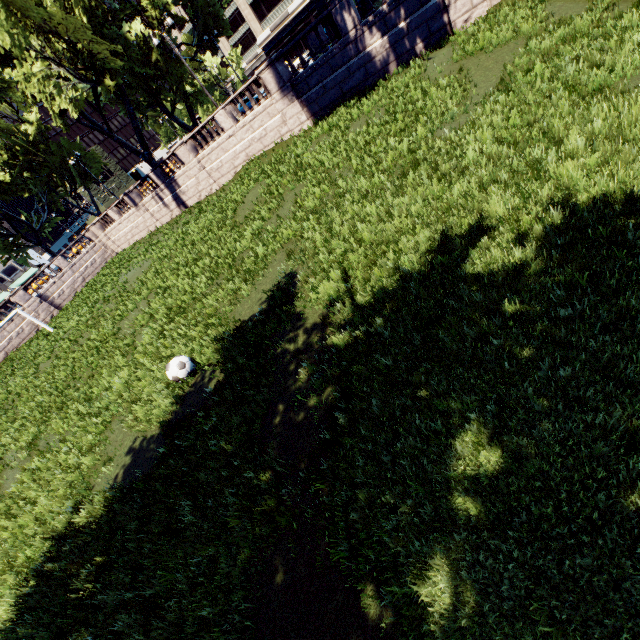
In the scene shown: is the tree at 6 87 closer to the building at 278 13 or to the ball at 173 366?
the building at 278 13

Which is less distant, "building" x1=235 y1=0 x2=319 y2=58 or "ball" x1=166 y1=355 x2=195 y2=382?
"ball" x1=166 y1=355 x2=195 y2=382

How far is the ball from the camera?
7.9 meters

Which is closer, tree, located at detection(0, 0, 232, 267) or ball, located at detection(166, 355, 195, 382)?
ball, located at detection(166, 355, 195, 382)

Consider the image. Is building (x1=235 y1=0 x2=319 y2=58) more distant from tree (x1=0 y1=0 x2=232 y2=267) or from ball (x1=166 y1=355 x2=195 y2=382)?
ball (x1=166 y1=355 x2=195 y2=382)

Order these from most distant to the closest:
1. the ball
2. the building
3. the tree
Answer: the building < the tree < the ball

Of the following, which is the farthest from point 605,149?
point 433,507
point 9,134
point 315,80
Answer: point 9,134

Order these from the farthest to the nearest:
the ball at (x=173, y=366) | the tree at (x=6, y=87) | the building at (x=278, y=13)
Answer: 1. the building at (x=278, y=13)
2. the tree at (x=6, y=87)
3. the ball at (x=173, y=366)
